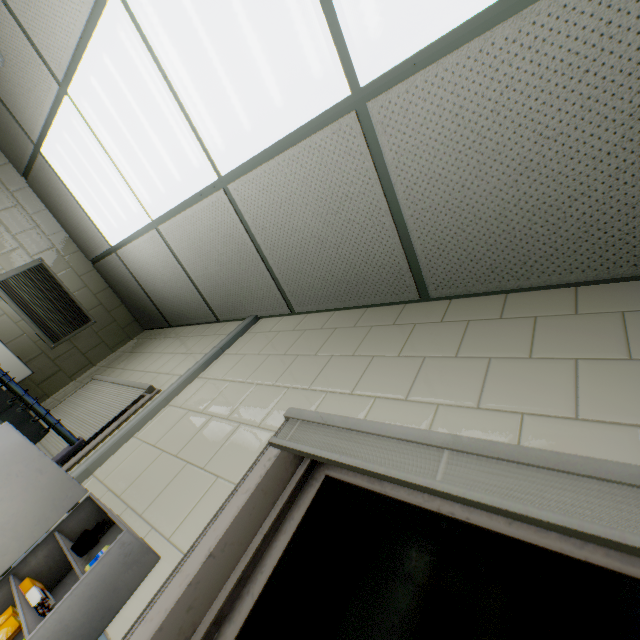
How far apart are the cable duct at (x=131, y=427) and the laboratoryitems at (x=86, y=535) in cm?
70

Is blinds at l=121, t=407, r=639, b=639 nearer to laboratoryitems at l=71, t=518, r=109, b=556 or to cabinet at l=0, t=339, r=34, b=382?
laboratoryitems at l=71, t=518, r=109, b=556

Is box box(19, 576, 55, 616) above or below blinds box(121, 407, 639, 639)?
below

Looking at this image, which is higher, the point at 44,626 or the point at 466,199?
the point at 466,199

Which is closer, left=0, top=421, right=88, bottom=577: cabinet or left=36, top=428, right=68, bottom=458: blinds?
left=0, top=421, right=88, bottom=577: cabinet

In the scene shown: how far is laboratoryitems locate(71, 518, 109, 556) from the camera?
1.1m

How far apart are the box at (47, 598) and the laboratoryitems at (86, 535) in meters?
0.2

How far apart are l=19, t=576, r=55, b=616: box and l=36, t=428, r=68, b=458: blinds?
1.2 meters
